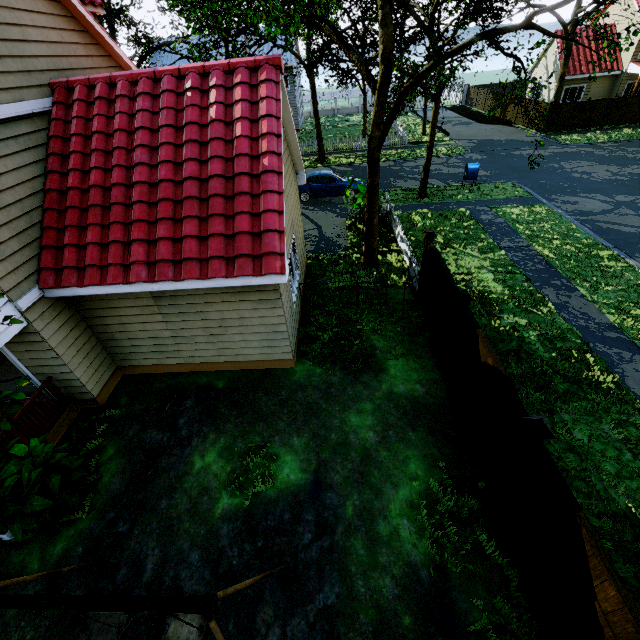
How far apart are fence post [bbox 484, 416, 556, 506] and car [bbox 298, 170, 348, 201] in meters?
17.1 m

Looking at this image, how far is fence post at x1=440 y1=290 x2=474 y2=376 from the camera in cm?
656

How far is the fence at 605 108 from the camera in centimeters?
2634cm

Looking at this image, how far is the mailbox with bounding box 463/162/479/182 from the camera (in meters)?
18.48

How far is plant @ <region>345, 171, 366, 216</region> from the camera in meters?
14.1

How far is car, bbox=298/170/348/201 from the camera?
18.9m

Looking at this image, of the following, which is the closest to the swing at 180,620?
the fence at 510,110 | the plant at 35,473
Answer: the plant at 35,473

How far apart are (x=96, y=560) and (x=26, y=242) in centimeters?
628cm
